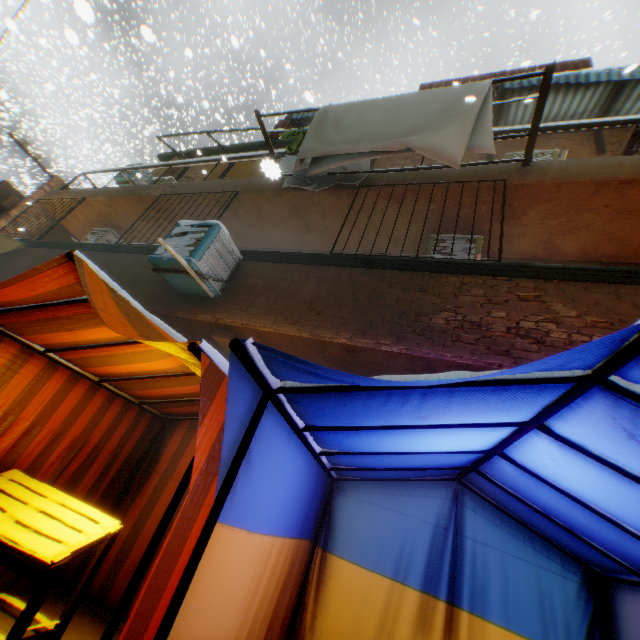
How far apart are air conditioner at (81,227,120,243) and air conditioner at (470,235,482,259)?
7.63m

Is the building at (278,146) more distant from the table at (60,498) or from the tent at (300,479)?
the table at (60,498)

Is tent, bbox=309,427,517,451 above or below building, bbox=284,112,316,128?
below

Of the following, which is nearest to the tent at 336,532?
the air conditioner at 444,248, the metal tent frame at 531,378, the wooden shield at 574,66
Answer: the metal tent frame at 531,378

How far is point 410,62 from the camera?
14.7m

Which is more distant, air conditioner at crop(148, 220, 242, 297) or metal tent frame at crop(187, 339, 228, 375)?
air conditioner at crop(148, 220, 242, 297)

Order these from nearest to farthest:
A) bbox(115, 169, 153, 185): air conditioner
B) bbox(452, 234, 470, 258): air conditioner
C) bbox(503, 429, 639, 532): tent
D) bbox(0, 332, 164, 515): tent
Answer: bbox(503, 429, 639, 532): tent, bbox(0, 332, 164, 515): tent, bbox(452, 234, 470, 258): air conditioner, bbox(115, 169, 153, 185): air conditioner

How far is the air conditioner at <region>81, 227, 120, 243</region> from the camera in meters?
8.5 m
